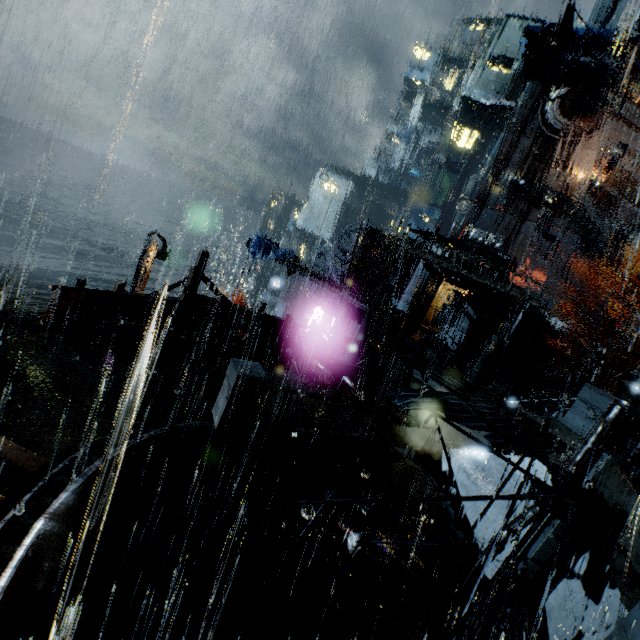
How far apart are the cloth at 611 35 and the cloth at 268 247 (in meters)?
40.95

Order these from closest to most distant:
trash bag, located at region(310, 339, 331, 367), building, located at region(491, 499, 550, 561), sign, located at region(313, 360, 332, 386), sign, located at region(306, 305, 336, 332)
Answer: building, located at region(491, 499, 550, 561), sign, located at region(313, 360, 332, 386), trash bag, located at region(310, 339, 331, 367), sign, located at region(306, 305, 336, 332)

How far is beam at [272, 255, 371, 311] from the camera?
24.4m

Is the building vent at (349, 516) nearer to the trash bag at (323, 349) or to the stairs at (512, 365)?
the trash bag at (323, 349)

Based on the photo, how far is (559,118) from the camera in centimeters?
3991cm

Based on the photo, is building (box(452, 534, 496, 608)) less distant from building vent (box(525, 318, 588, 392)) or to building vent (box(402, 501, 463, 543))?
building vent (box(402, 501, 463, 543))

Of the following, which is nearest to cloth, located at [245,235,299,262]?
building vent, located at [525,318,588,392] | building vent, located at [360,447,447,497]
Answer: building vent, located at [360,447,447,497]

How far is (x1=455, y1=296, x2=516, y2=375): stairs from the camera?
29.8 meters
